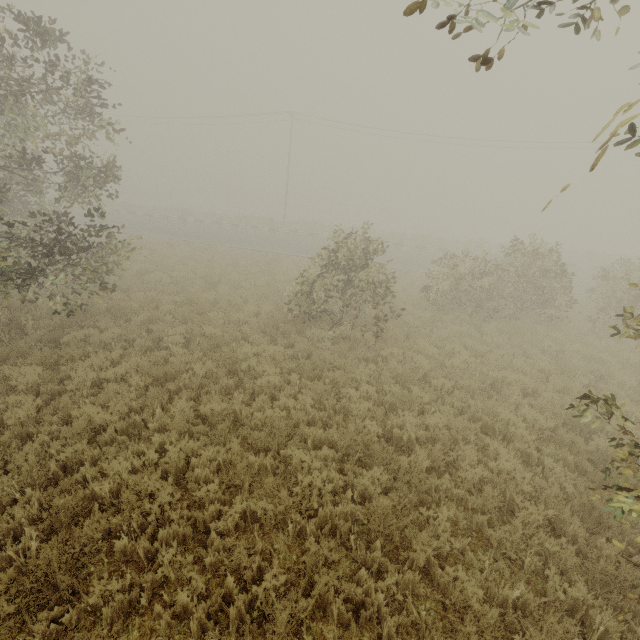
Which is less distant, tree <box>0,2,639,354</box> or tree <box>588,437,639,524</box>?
tree <box>588,437,639,524</box>

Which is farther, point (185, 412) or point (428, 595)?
point (185, 412)

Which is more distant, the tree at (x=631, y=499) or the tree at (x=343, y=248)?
the tree at (x=343, y=248)
